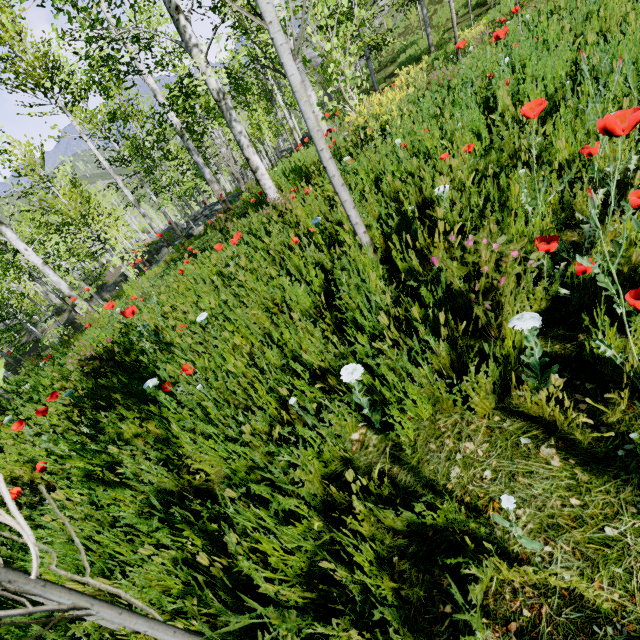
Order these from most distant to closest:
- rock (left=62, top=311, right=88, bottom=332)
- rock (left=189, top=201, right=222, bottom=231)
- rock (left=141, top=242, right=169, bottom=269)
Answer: rock (left=141, top=242, right=169, bottom=269)
rock (left=189, top=201, right=222, bottom=231)
rock (left=62, top=311, right=88, bottom=332)

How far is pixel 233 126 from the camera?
5.4 meters

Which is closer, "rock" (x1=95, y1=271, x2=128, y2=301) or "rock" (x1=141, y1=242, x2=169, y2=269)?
"rock" (x1=141, y1=242, x2=169, y2=269)

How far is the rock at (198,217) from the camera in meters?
18.6 m

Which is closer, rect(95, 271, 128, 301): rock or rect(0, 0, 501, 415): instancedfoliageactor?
rect(0, 0, 501, 415): instancedfoliageactor

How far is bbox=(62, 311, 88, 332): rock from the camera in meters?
7.0

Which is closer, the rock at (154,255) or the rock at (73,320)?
the rock at (73,320)

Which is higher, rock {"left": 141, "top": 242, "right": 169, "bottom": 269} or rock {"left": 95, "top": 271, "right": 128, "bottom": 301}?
rock {"left": 141, "top": 242, "right": 169, "bottom": 269}
